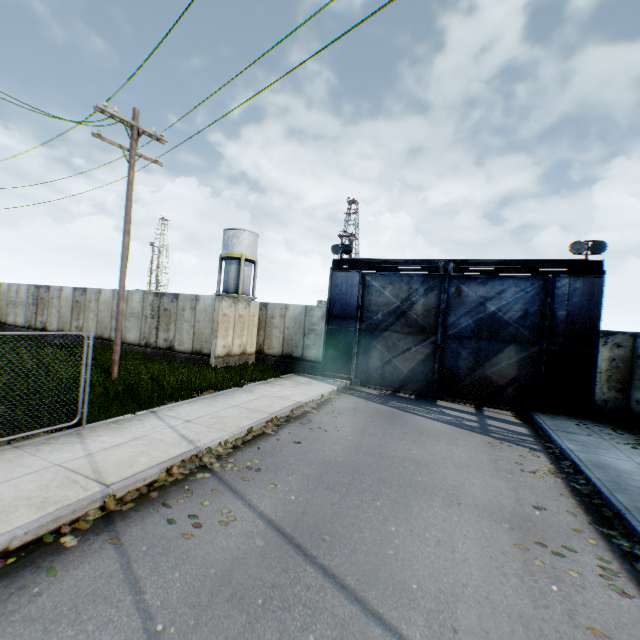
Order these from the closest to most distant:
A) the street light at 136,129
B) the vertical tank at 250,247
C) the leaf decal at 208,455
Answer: the leaf decal at 208,455 < the street light at 136,129 < the vertical tank at 250,247

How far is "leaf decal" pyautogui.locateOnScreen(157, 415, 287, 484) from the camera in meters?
5.9

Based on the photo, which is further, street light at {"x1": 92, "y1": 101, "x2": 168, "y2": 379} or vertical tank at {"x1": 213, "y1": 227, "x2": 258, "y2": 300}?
vertical tank at {"x1": 213, "y1": 227, "x2": 258, "y2": 300}

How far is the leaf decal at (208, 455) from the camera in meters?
5.9

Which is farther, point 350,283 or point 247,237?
point 247,237

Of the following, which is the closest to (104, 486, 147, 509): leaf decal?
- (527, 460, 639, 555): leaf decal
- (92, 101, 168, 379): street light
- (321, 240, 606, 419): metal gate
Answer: (527, 460, 639, 555): leaf decal

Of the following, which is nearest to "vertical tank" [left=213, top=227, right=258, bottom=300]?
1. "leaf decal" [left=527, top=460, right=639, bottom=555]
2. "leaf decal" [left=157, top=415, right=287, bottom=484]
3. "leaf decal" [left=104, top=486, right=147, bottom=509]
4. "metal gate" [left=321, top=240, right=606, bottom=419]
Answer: "metal gate" [left=321, top=240, right=606, bottom=419]

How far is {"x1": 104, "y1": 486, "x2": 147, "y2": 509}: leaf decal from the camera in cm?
483
